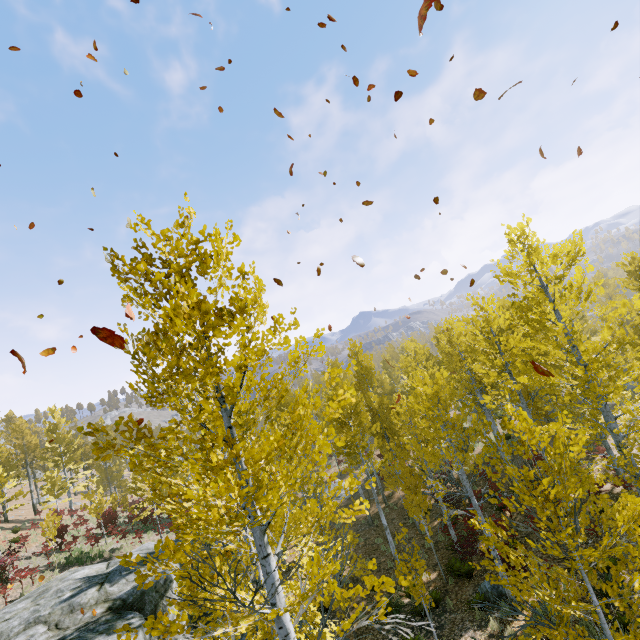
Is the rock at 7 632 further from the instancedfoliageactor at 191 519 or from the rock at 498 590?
the rock at 498 590

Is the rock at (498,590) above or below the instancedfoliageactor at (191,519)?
below

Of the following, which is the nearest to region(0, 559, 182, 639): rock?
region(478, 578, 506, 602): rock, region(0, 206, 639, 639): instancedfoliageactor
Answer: region(0, 206, 639, 639): instancedfoliageactor

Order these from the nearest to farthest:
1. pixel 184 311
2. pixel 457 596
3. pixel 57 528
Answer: pixel 184 311, pixel 457 596, pixel 57 528

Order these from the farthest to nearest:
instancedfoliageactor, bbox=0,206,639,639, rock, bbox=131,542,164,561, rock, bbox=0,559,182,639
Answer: rock, bbox=131,542,164,561
rock, bbox=0,559,182,639
instancedfoliageactor, bbox=0,206,639,639

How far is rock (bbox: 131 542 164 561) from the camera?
14.3m

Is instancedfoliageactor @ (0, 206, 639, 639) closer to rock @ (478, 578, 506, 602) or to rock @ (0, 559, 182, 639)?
rock @ (0, 559, 182, 639)

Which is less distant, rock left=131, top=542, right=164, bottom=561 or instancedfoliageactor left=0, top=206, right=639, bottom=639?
instancedfoliageactor left=0, top=206, right=639, bottom=639
